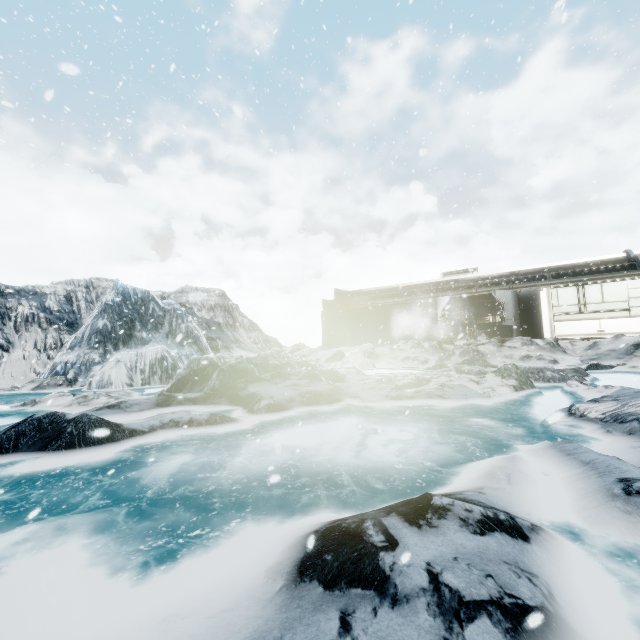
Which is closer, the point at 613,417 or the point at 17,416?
the point at 613,417
